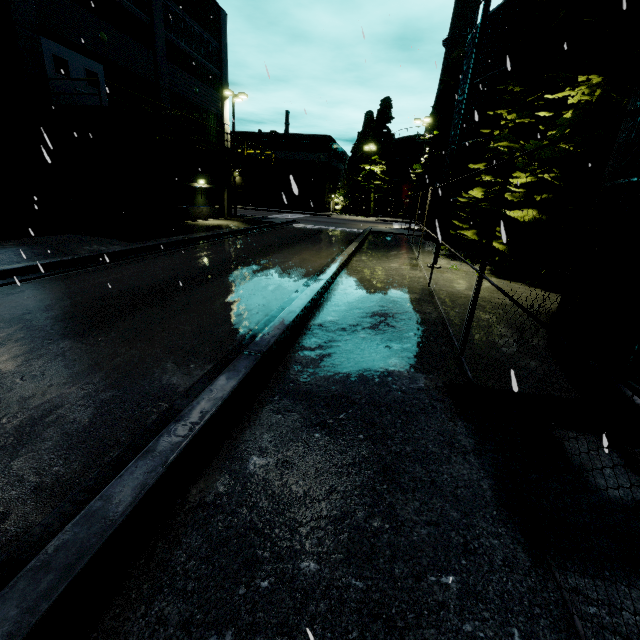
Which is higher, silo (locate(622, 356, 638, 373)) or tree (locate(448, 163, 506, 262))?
tree (locate(448, 163, 506, 262))

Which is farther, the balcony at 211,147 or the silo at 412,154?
the silo at 412,154

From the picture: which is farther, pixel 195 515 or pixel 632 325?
pixel 632 325

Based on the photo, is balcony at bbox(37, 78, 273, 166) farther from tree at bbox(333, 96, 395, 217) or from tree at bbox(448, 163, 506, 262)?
tree at bbox(333, 96, 395, 217)

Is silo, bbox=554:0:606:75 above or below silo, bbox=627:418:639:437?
above

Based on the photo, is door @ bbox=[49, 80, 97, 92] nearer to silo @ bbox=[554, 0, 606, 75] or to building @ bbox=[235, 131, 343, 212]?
building @ bbox=[235, 131, 343, 212]

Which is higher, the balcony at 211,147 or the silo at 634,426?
the balcony at 211,147

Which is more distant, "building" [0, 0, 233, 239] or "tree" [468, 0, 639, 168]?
"building" [0, 0, 233, 239]
